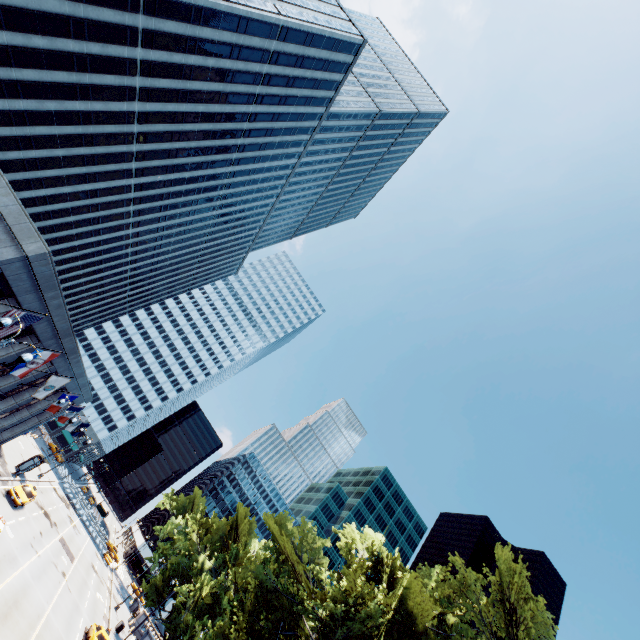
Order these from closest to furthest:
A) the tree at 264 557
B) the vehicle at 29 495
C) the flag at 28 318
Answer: the flag at 28 318 → the tree at 264 557 → the vehicle at 29 495

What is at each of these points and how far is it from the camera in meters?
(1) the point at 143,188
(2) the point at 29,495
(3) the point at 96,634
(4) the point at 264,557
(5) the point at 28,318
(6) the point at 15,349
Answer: (1) building, 49.7
(2) vehicle, 32.2
(3) vehicle, 27.8
(4) tree, 25.2
(5) flag, 15.2
(6) building, 23.0

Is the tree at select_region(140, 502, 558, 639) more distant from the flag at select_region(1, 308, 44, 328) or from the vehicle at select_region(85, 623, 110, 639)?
the flag at select_region(1, 308, 44, 328)

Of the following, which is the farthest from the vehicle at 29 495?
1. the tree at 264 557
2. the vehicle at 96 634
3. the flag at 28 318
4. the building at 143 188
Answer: the flag at 28 318

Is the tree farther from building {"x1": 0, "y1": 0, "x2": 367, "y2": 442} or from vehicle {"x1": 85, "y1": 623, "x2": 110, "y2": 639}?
building {"x1": 0, "y1": 0, "x2": 367, "y2": 442}

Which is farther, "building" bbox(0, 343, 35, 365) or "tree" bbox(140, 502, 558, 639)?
"building" bbox(0, 343, 35, 365)

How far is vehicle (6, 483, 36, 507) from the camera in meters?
30.4

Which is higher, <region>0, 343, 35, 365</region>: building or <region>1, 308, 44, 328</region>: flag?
<region>1, 308, 44, 328</region>: flag
